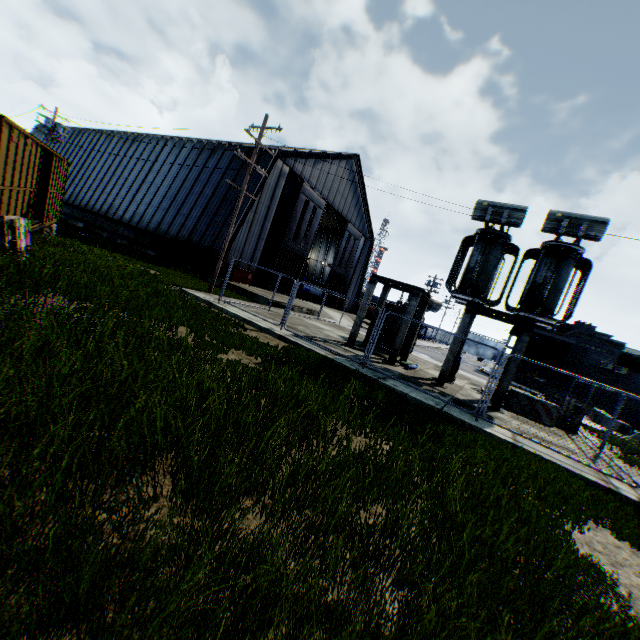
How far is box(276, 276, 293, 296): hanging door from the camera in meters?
31.3

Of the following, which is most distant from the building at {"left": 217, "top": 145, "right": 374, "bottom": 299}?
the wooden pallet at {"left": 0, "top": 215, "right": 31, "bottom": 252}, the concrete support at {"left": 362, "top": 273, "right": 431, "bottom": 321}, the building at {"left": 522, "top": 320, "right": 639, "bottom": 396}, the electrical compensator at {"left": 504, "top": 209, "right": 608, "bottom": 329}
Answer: the building at {"left": 522, "top": 320, "right": 639, "bottom": 396}

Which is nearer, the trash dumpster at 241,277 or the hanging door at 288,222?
the trash dumpster at 241,277

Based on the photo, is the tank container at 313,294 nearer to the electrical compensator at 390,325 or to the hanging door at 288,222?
the hanging door at 288,222

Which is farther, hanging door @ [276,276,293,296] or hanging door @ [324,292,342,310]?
hanging door @ [324,292,342,310]

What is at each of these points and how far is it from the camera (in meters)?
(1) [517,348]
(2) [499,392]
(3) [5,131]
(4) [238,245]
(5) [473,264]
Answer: (1) concrete support, 12.03
(2) concrete support, 12.17
(3) train, 7.97
(4) building, 25.45
(5) electrical compensator, 13.01

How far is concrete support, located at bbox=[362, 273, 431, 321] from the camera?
14.05m

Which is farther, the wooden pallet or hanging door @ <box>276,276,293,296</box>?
hanging door @ <box>276,276,293,296</box>
